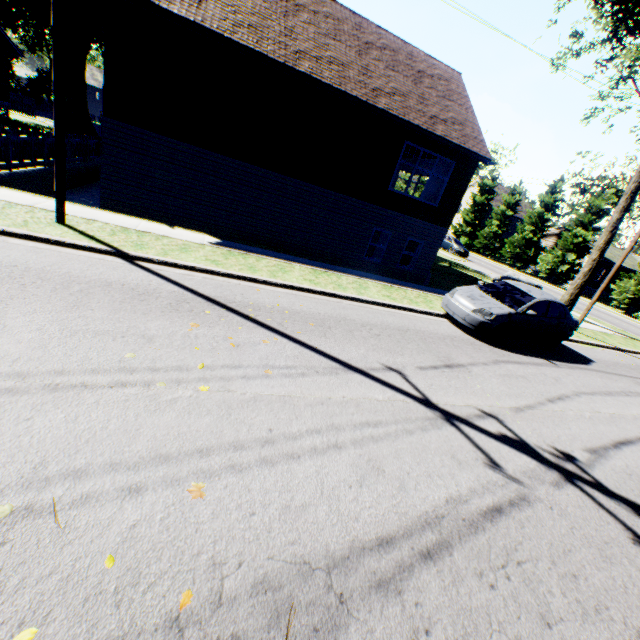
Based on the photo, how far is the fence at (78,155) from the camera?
14.38m

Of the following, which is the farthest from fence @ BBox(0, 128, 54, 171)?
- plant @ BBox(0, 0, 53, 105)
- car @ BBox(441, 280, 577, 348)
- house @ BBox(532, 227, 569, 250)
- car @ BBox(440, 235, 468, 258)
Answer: house @ BBox(532, 227, 569, 250)

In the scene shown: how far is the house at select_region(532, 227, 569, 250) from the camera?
41.0m

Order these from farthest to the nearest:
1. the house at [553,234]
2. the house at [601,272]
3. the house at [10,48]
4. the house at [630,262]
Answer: the house at [553,234] < the house at [630,262] < the house at [601,272] < the house at [10,48]

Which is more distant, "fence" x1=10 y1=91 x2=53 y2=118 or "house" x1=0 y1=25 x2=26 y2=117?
"fence" x1=10 y1=91 x2=53 y2=118

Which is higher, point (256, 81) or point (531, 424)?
point (256, 81)

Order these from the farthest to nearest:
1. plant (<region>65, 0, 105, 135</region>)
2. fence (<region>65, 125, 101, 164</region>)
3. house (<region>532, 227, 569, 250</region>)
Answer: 1. house (<region>532, 227, 569, 250</region>)
2. plant (<region>65, 0, 105, 135</region>)
3. fence (<region>65, 125, 101, 164</region>)

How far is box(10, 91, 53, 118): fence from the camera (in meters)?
29.86
